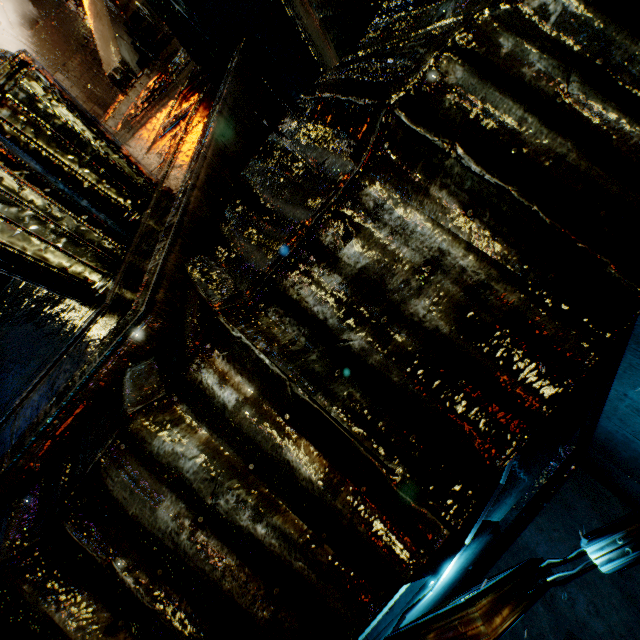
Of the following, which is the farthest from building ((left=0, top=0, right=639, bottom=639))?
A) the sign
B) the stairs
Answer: the stairs

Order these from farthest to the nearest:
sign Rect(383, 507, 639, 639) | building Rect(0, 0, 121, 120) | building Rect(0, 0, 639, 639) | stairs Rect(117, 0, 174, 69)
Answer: building Rect(0, 0, 121, 120) → stairs Rect(117, 0, 174, 69) → sign Rect(383, 507, 639, 639) → building Rect(0, 0, 639, 639)

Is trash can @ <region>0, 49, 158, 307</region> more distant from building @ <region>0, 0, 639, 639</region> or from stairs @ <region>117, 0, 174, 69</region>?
stairs @ <region>117, 0, 174, 69</region>

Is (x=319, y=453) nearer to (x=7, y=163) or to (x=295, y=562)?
(x=295, y=562)

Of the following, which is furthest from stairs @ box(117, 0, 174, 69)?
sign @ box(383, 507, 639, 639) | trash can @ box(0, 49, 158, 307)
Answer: sign @ box(383, 507, 639, 639)

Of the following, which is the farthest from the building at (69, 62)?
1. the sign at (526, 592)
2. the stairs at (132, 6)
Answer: the stairs at (132, 6)

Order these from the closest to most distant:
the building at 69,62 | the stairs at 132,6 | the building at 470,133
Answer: the building at 470,133 → the stairs at 132,6 → the building at 69,62

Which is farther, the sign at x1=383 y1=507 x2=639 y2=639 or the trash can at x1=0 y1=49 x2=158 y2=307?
the sign at x1=383 y1=507 x2=639 y2=639
